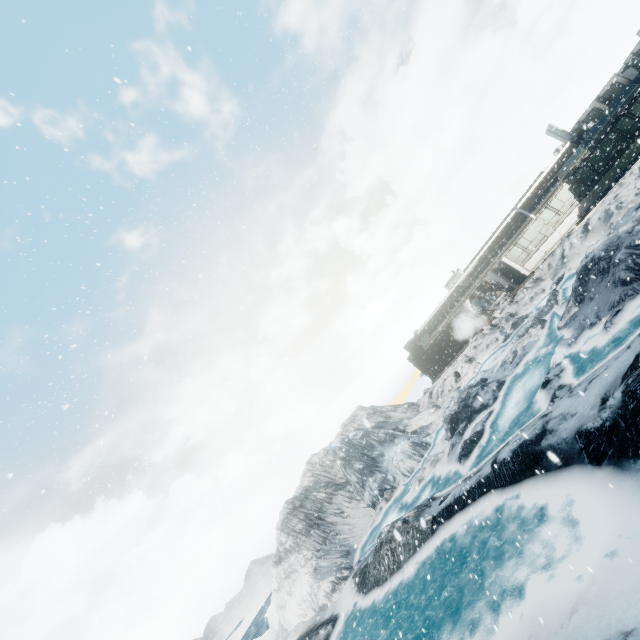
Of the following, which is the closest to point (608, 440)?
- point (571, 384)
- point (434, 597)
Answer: point (571, 384)
